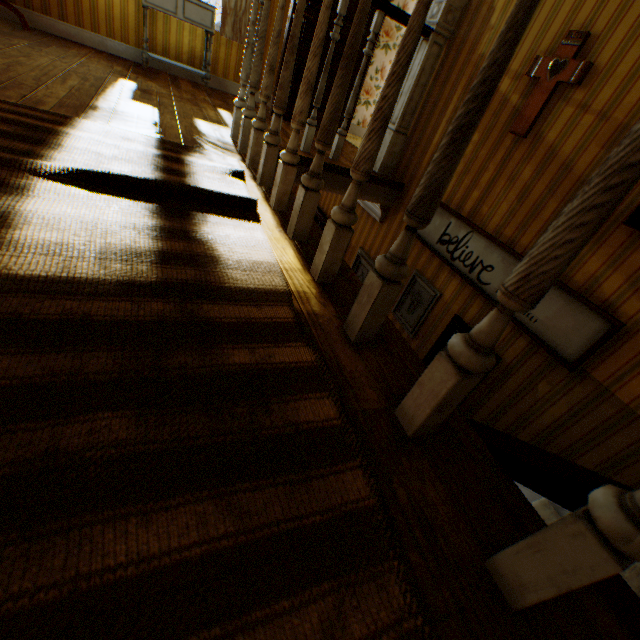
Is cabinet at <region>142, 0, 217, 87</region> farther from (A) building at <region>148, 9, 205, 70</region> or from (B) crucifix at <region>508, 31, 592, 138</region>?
(B) crucifix at <region>508, 31, 592, 138</region>

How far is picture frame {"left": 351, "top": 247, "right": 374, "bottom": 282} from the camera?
4.1 meters

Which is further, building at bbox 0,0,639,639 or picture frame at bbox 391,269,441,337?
picture frame at bbox 391,269,441,337

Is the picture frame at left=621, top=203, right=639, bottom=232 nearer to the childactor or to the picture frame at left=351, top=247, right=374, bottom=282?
the picture frame at left=351, top=247, right=374, bottom=282

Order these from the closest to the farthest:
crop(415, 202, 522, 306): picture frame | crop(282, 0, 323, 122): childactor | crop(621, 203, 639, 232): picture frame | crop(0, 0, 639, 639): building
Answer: crop(0, 0, 639, 639): building
crop(621, 203, 639, 232): picture frame
crop(415, 202, 522, 306): picture frame
crop(282, 0, 323, 122): childactor

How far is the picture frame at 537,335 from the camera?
2.00m

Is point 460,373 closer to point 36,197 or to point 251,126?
point 36,197

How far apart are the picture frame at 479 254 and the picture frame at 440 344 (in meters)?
0.29
